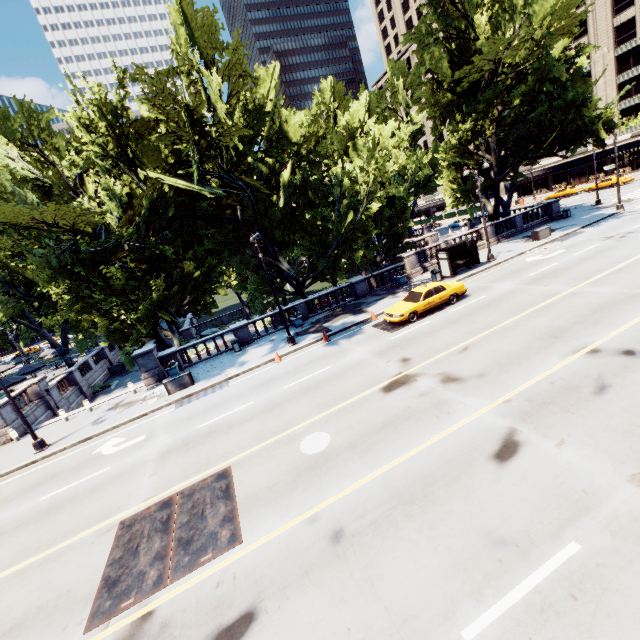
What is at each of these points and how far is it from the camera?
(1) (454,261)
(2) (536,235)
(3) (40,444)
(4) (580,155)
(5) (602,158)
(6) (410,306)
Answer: (1) bus stop, 25.4m
(2) container, 27.3m
(3) light, 16.7m
(4) building, 57.8m
(5) building, 55.4m
(6) vehicle, 18.3m

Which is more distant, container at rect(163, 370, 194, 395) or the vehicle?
container at rect(163, 370, 194, 395)

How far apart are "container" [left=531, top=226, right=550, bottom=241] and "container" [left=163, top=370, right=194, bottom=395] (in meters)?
29.30

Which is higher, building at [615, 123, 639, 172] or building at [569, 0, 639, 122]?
building at [569, 0, 639, 122]

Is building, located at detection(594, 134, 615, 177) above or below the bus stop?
above

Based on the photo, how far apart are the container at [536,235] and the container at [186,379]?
29.3 meters

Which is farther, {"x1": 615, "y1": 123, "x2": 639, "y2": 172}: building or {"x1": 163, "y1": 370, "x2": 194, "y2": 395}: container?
{"x1": 615, "y1": 123, "x2": 639, "y2": 172}: building

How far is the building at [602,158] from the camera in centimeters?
5362cm
